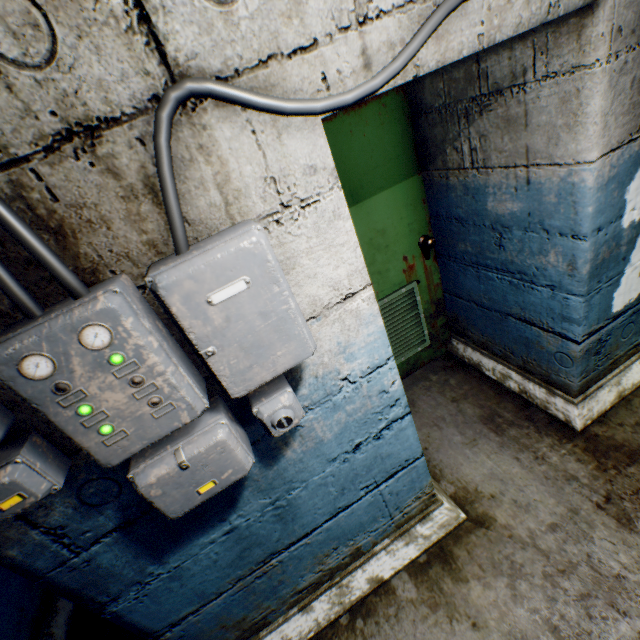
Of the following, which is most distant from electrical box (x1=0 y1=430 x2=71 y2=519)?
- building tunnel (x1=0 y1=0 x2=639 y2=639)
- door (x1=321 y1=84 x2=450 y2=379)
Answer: door (x1=321 y1=84 x2=450 y2=379)

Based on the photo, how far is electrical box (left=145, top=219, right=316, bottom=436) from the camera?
0.7 meters

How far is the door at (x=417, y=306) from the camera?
1.94m

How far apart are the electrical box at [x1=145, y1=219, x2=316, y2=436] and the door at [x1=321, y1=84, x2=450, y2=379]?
1.1 meters

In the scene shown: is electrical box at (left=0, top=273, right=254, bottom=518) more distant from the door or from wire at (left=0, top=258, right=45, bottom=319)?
the door

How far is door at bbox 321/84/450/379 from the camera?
1.94m

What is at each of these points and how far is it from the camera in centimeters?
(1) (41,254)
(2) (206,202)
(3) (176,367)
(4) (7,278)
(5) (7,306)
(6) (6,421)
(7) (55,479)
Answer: (1) wire, 65cm
(2) building tunnel, 82cm
(3) electrical box, 80cm
(4) wire, 67cm
(5) building tunnel, 74cm
(6) electrical box, 79cm
(7) electrical box, 84cm

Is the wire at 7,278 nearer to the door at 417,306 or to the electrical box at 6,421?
the electrical box at 6,421
